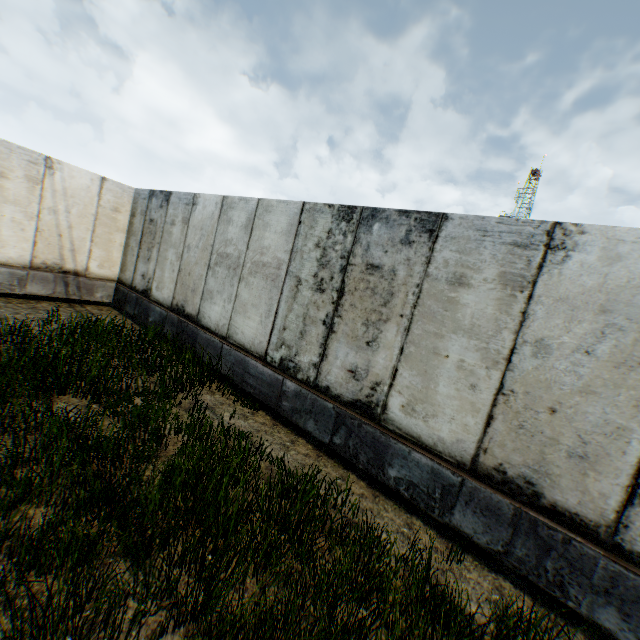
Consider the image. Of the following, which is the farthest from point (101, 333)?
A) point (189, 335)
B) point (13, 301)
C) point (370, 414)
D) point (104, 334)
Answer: point (370, 414)
